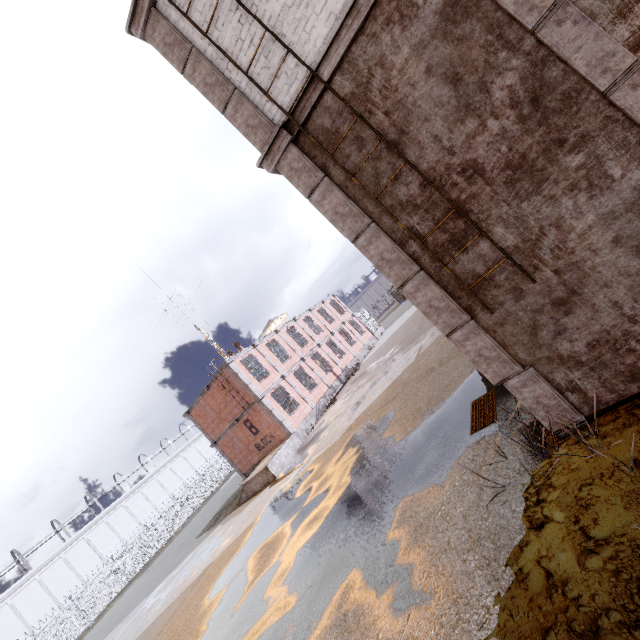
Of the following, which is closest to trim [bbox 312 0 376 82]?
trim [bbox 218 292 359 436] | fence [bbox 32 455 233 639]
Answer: fence [bbox 32 455 233 639]

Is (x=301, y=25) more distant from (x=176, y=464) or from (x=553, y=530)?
(x=176, y=464)

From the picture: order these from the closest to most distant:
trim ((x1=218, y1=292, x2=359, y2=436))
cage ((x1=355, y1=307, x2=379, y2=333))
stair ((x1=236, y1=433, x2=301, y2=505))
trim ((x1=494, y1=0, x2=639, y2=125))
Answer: trim ((x1=494, y1=0, x2=639, y2=125)) < stair ((x1=236, y1=433, x2=301, y2=505)) < trim ((x1=218, y1=292, x2=359, y2=436)) < cage ((x1=355, y1=307, x2=379, y2=333))

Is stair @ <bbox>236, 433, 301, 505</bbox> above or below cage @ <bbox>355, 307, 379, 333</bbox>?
below

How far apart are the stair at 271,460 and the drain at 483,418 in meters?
13.8 m

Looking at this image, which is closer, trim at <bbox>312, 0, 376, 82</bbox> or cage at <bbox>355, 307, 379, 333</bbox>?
trim at <bbox>312, 0, 376, 82</bbox>

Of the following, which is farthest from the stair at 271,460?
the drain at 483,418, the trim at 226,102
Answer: the trim at 226,102

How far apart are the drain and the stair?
13.79m
